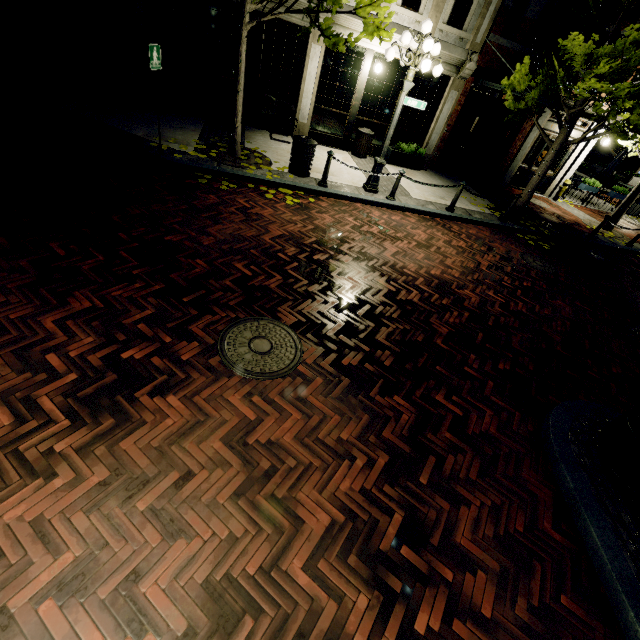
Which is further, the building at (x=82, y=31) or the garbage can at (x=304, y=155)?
the building at (x=82, y=31)

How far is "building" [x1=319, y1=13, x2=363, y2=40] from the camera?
9.1 meters

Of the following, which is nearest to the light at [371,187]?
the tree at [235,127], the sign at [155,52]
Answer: the tree at [235,127]

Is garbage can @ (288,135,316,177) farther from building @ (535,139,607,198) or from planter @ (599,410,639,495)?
planter @ (599,410,639,495)

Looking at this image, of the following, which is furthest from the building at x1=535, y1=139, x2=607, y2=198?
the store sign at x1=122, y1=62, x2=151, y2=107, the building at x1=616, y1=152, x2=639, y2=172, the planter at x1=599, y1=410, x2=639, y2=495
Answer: the building at x1=616, y1=152, x2=639, y2=172

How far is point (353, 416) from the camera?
3.6m

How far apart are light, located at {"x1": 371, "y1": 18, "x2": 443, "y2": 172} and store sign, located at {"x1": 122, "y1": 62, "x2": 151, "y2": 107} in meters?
7.0

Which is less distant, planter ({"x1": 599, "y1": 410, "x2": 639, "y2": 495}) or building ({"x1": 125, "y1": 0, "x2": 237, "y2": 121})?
planter ({"x1": 599, "y1": 410, "x2": 639, "y2": 495})
